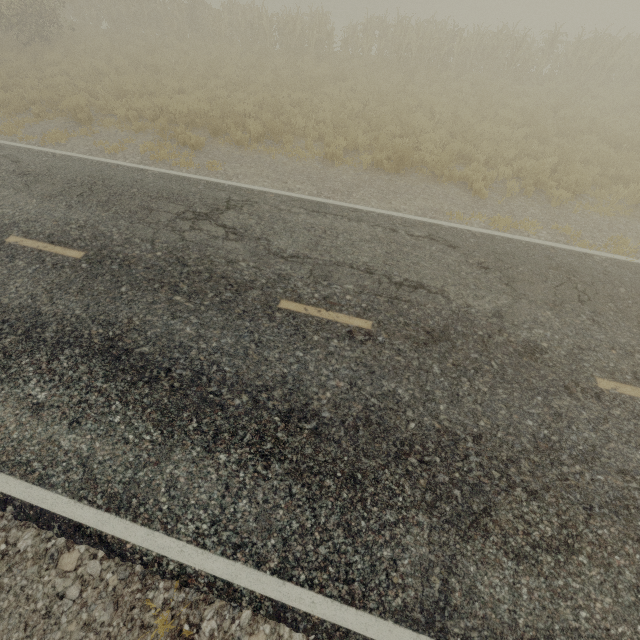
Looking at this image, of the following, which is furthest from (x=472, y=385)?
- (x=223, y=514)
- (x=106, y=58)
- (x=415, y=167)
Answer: (x=106, y=58)
